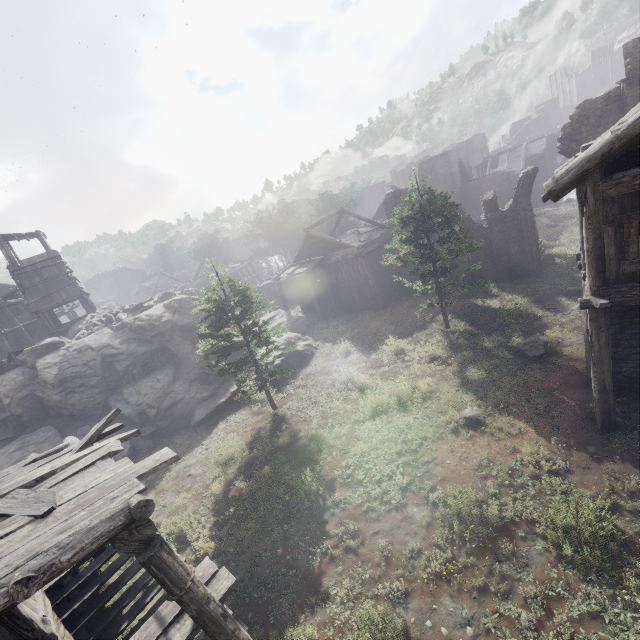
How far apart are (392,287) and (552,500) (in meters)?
20.72

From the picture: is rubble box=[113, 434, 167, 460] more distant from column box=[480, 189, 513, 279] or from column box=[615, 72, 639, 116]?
column box=[615, 72, 639, 116]

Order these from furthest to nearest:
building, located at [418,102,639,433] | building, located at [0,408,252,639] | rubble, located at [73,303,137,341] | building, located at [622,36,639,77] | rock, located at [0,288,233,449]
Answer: rubble, located at [73,303,137,341] < rock, located at [0,288,233,449] < building, located at [622,36,639,77] < building, located at [418,102,639,433] < building, located at [0,408,252,639]

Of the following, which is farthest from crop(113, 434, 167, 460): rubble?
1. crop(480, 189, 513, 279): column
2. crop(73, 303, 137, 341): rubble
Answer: crop(480, 189, 513, 279): column

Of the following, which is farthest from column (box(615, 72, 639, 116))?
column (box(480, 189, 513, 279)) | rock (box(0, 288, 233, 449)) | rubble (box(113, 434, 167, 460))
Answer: rubble (box(113, 434, 167, 460))

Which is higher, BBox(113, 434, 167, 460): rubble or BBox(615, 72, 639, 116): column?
BBox(615, 72, 639, 116): column

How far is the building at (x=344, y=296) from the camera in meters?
26.3 m

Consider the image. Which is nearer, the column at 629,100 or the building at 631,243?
the building at 631,243
